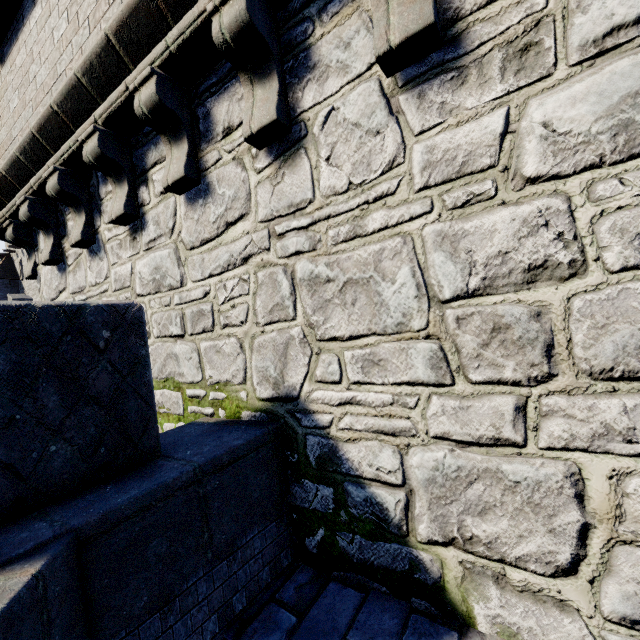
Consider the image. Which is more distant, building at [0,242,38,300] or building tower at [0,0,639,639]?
building at [0,242,38,300]

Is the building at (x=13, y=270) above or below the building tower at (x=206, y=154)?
above

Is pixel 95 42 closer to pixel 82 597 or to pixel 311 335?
pixel 311 335

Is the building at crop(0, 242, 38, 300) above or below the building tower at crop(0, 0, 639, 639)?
above

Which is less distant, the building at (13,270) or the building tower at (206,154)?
the building tower at (206,154)
